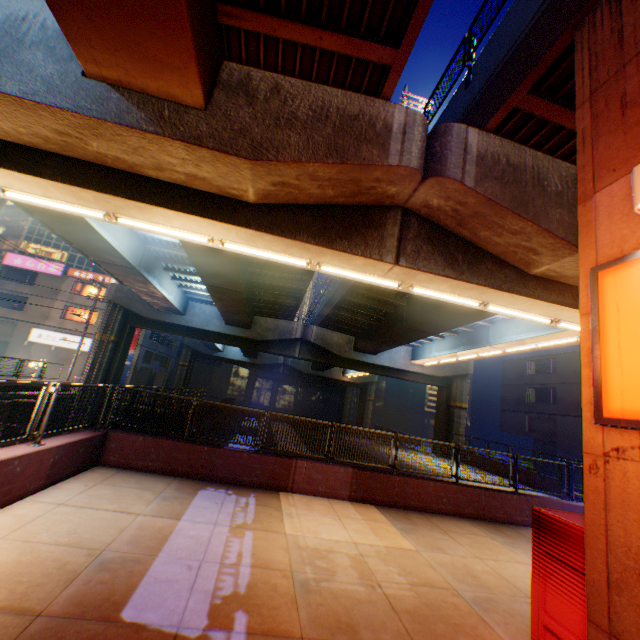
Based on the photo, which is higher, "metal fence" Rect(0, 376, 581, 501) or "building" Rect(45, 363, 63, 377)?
"metal fence" Rect(0, 376, 581, 501)

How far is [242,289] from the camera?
16.7m

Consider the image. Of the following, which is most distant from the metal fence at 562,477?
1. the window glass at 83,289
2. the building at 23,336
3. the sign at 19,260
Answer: the sign at 19,260

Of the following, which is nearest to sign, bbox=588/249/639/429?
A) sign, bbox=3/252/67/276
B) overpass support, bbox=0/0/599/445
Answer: overpass support, bbox=0/0/599/445

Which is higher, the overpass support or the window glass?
the window glass

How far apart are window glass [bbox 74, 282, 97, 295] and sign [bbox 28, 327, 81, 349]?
4.6 meters

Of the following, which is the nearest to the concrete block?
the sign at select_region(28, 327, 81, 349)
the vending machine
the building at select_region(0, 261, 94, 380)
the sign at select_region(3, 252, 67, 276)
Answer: the vending machine

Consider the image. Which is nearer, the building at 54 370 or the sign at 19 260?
the building at 54 370
